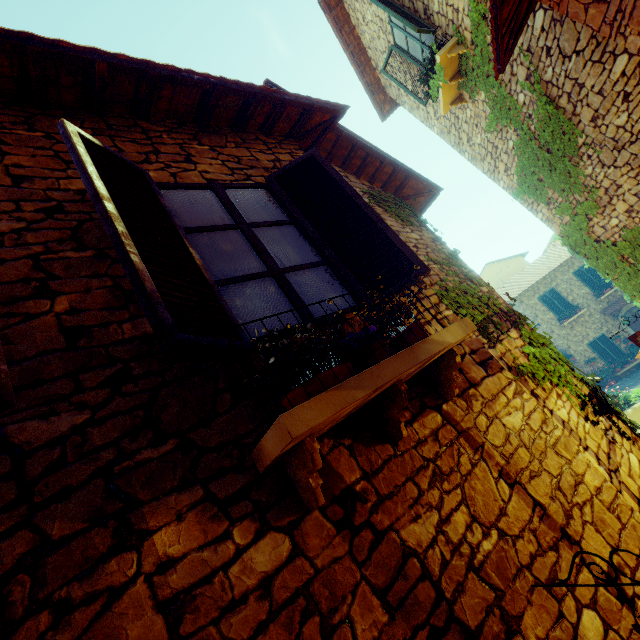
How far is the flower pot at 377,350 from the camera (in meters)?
1.79

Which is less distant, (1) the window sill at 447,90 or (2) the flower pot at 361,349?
(2) the flower pot at 361,349

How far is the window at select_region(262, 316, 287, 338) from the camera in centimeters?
199cm

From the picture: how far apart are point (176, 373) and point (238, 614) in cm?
103

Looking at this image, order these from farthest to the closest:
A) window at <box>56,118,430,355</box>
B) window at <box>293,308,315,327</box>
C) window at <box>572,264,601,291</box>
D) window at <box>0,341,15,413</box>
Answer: window at <box>572,264,601,291</box>, window at <box>293,308,315,327</box>, window at <box>56,118,430,355</box>, window at <box>0,341,15,413</box>

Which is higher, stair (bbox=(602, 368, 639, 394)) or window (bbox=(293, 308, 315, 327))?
window (bbox=(293, 308, 315, 327))

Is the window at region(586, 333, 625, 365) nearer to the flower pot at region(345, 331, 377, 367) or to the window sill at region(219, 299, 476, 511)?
the window sill at region(219, 299, 476, 511)

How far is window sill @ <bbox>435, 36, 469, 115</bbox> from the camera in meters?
5.8
